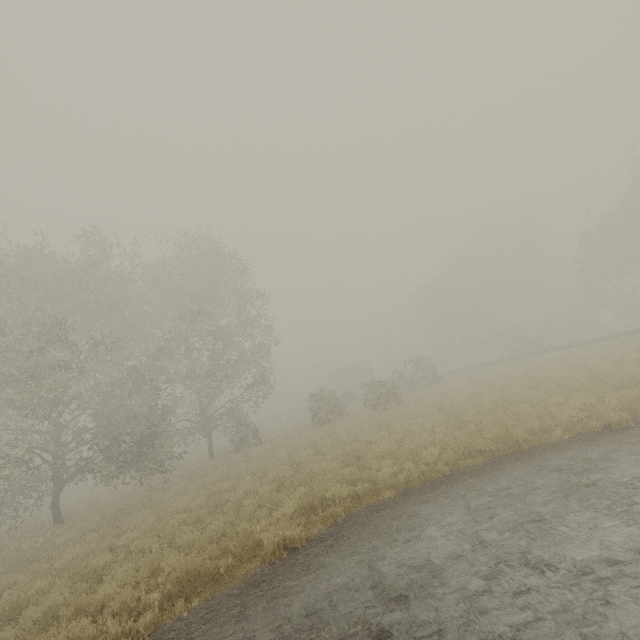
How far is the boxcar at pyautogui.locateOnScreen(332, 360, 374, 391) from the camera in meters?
52.7

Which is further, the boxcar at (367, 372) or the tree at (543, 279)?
the boxcar at (367, 372)

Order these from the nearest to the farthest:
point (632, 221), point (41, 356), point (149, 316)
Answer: point (41, 356) < point (149, 316) < point (632, 221)

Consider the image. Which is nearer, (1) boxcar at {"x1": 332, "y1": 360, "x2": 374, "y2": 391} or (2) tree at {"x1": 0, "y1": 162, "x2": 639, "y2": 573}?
(2) tree at {"x1": 0, "y1": 162, "x2": 639, "y2": 573}

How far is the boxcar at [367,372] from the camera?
52.7m
